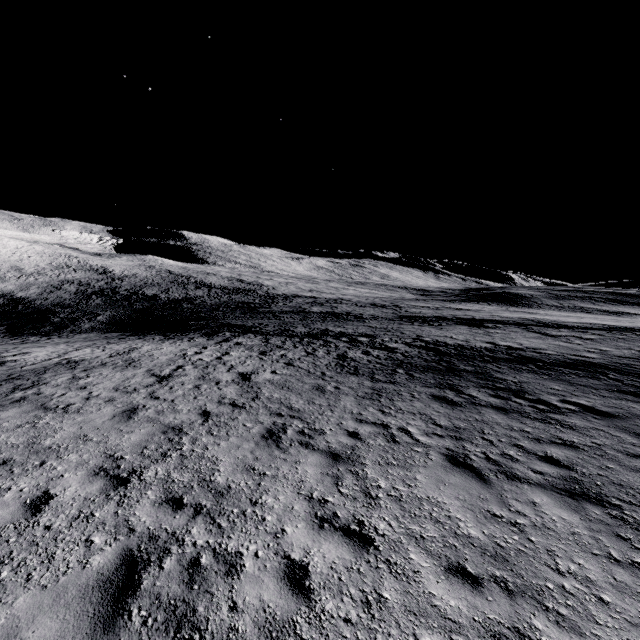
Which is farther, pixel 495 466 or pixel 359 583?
pixel 495 466
